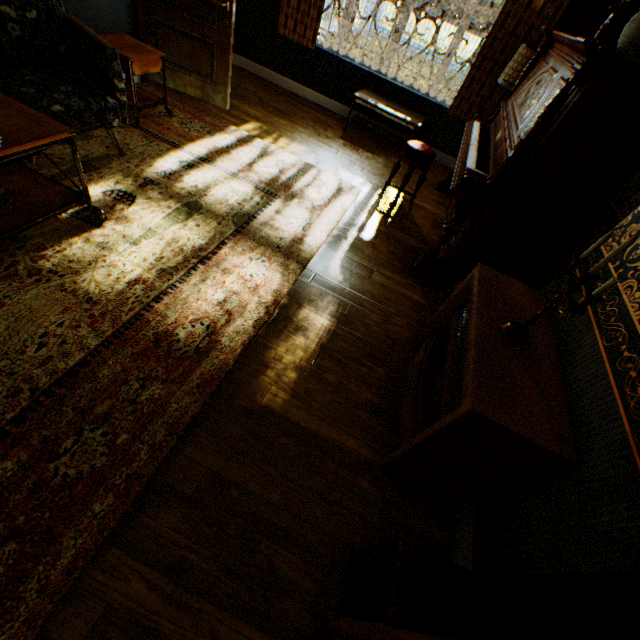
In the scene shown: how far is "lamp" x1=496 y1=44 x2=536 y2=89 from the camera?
4.1 meters

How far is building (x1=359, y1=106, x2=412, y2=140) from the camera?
5.7m

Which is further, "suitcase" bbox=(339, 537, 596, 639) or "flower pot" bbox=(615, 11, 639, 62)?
"flower pot" bbox=(615, 11, 639, 62)

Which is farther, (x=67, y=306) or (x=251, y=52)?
(x=251, y=52)

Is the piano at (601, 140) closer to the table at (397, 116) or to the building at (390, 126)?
the building at (390, 126)

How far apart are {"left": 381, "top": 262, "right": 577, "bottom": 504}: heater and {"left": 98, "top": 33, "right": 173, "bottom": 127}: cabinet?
3.8 meters

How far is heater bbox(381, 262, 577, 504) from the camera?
1.41m

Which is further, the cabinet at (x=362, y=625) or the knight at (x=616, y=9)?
the knight at (x=616, y=9)
